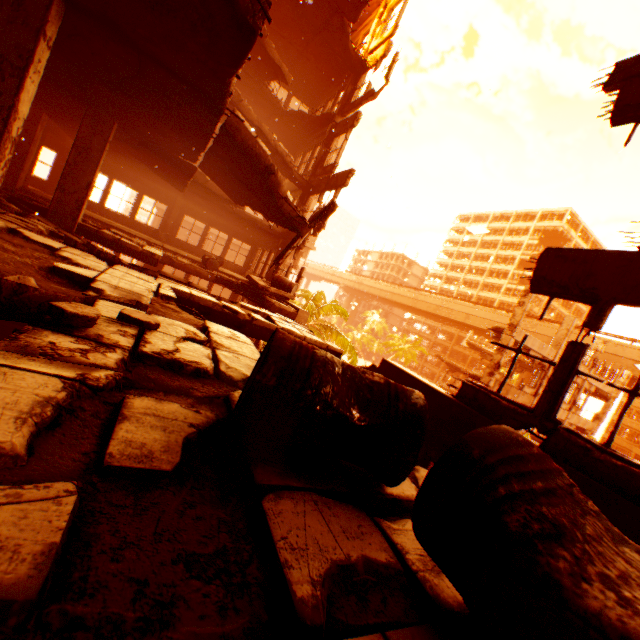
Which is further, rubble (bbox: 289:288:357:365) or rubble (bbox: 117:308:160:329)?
rubble (bbox: 289:288:357:365)

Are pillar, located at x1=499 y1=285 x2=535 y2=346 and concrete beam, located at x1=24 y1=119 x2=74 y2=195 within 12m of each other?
no

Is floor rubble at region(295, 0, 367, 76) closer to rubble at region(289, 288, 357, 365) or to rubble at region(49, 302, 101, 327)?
rubble at region(49, 302, 101, 327)

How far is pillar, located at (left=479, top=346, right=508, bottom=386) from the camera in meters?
17.8 m

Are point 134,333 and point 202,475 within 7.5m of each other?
yes

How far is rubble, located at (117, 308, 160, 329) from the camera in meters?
2.4

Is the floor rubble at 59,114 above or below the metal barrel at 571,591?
above

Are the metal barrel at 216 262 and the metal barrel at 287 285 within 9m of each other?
yes
